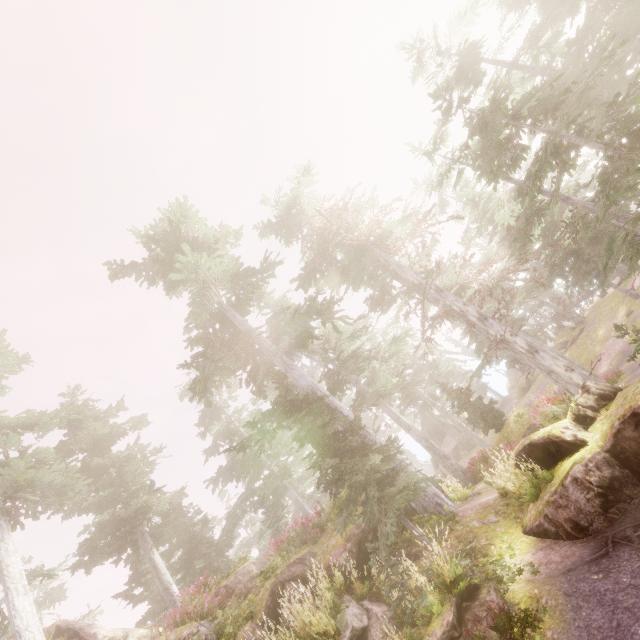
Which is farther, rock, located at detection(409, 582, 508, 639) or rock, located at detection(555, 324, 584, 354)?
rock, located at detection(555, 324, 584, 354)

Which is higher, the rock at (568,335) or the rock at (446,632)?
the rock at (446,632)

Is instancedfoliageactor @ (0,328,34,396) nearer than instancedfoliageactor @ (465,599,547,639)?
No

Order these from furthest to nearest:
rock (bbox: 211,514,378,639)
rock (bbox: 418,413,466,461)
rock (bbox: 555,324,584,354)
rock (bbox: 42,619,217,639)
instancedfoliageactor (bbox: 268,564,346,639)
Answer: rock (bbox: 418,413,466,461) → rock (bbox: 555,324,584,354) → rock (bbox: 42,619,217,639) → rock (bbox: 211,514,378,639) → instancedfoliageactor (bbox: 268,564,346,639)

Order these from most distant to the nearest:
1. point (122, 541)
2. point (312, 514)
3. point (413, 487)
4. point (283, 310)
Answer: point (122, 541) → point (283, 310) → point (312, 514) → point (413, 487)

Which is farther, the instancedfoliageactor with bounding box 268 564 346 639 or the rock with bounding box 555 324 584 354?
the rock with bounding box 555 324 584 354

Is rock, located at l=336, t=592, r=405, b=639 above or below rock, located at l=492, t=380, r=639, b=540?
above

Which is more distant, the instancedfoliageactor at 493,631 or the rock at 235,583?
the rock at 235,583
